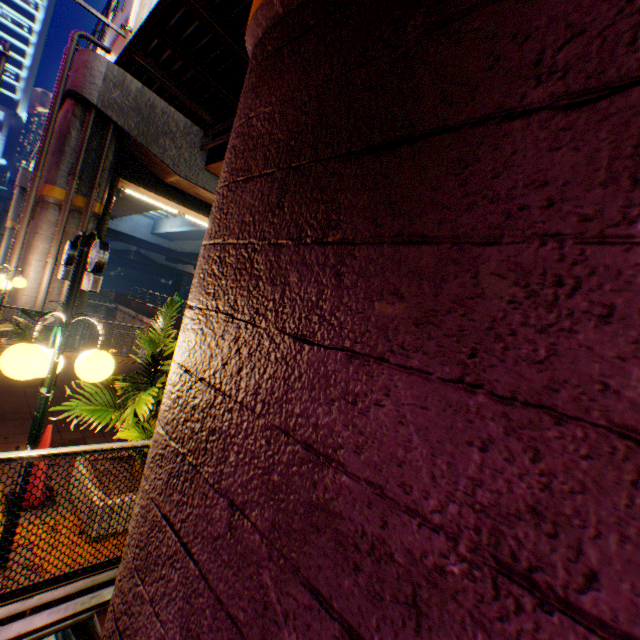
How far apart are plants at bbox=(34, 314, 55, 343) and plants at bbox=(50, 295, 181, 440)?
5.1 meters

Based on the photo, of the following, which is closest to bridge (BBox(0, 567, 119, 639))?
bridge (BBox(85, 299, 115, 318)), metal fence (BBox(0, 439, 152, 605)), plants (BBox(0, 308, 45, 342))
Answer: metal fence (BBox(0, 439, 152, 605))

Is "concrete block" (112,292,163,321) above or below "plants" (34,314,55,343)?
below

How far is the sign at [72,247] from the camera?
5.21m

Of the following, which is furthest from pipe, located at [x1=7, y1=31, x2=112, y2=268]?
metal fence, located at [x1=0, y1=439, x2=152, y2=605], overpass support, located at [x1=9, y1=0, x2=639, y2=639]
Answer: metal fence, located at [x1=0, y1=439, x2=152, y2=605]

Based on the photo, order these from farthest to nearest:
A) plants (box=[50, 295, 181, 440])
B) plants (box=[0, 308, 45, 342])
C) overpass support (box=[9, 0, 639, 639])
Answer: plants (box=[0, 308, 45, 342]), plants (box=[50, 295, 181, 440]), overpass support (box=[9, 0, 639, 639])

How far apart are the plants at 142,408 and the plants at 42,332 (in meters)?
5.14

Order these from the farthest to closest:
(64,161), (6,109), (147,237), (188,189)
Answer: (6,109), (147,237), (188,189), (64,161)
